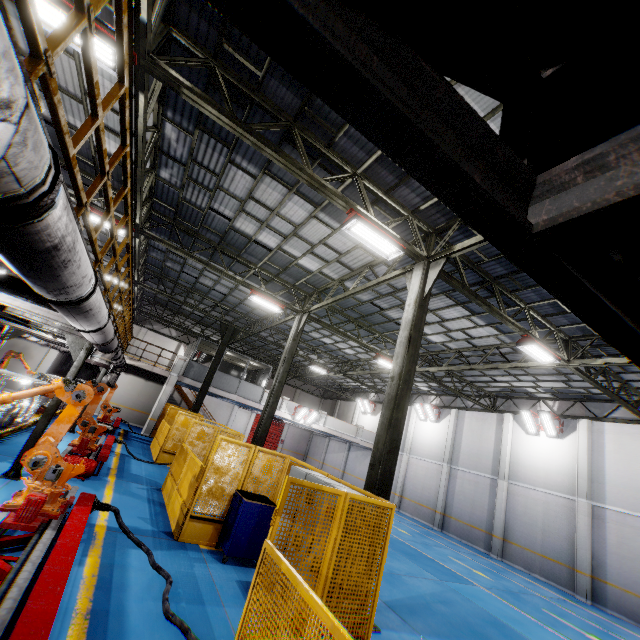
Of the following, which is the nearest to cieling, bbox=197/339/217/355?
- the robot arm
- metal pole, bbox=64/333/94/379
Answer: the robot arm

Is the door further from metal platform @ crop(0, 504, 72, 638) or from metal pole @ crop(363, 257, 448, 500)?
metal pole @ crop(363, 257, 448, 500)

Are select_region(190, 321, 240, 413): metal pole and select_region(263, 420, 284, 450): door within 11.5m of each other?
no

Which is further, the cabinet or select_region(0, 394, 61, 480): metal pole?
select_region(0, 394, 61, 480): metal pole

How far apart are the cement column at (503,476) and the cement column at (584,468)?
3.3 meters

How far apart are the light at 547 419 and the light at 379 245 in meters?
15.3

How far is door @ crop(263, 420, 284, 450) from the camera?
36.41m

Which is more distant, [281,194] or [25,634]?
[281,194]
